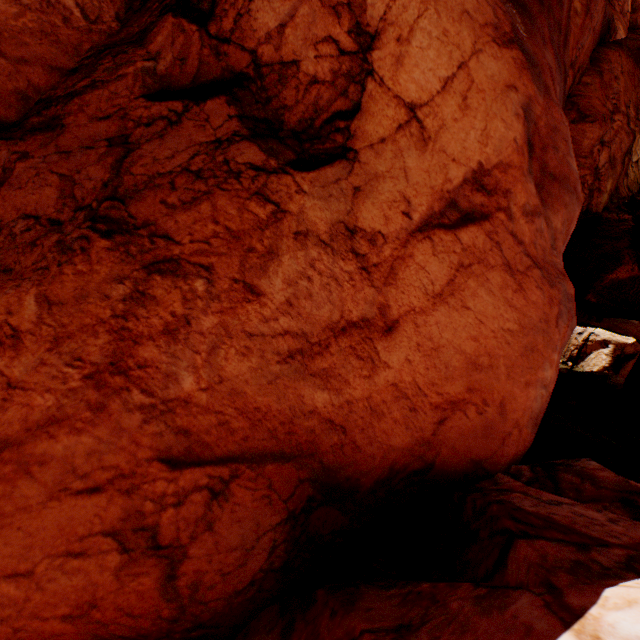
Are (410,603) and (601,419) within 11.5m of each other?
no
